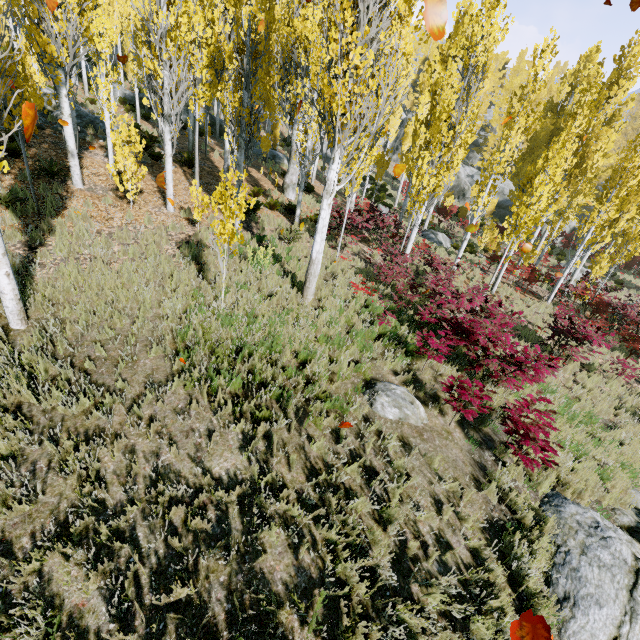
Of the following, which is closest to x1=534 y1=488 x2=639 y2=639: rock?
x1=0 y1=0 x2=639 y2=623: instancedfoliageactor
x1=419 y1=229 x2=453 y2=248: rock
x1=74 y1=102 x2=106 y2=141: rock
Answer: x1=0 y1=0 x2=639 y2=623: instancedfoliageactor

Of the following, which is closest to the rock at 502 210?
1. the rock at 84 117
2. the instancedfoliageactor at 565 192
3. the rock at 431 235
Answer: the instancedfoliageactor at 565 192

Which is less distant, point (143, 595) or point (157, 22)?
point (143, 595)

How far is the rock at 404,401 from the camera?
6.1 meters

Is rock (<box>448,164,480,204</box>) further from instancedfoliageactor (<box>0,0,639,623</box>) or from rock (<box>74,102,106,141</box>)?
rock (<box>74,102,106,141</box>)

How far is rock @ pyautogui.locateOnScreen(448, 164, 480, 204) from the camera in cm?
3806

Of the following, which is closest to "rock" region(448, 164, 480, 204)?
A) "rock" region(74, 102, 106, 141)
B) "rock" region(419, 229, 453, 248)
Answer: "rock" region(74, 102, 106, 141)
